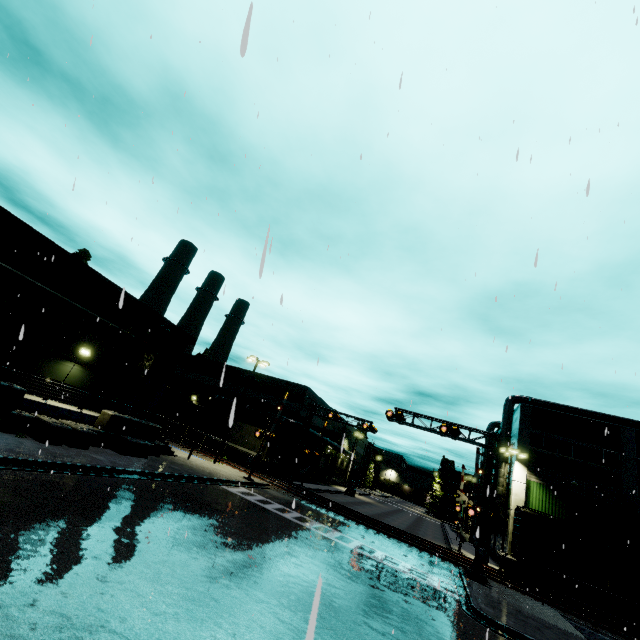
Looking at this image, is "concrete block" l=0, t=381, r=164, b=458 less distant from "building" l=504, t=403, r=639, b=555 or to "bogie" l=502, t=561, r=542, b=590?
"building" l=504, t=403, r=639, b=555

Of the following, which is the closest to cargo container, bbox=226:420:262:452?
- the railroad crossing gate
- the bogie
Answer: the railroad crossing gate

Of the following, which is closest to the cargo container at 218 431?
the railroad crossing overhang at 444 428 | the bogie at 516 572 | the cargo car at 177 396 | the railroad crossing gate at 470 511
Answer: the cargo car at 177 396

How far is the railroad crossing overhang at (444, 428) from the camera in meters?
22.3

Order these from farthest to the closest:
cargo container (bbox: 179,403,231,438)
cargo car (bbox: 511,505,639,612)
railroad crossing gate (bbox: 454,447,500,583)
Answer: cargo container (bbox: 179,403,231,438) → cargo car (bbox: 511,505,639,612) → railroad crossing gate (bbox: 454,447,500,583)

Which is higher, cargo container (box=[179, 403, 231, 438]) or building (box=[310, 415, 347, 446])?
building (box=[310, 415, 347, 446])

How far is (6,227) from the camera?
20.8m

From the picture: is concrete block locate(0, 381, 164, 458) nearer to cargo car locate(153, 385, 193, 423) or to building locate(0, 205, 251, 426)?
building locate(0, 205, 251, 426)
